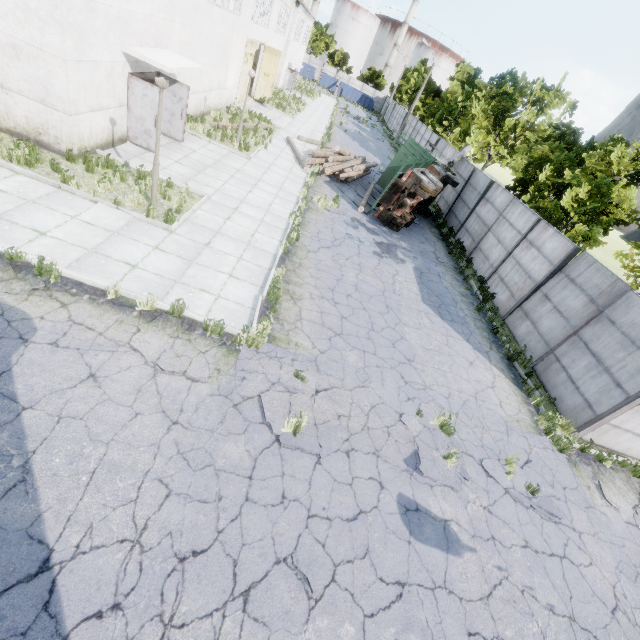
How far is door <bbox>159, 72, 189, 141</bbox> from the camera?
12.9m

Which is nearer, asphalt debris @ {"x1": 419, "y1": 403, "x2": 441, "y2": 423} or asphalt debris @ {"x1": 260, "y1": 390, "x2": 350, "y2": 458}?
asphalt debris @ {"x1": 260, "y1": 390, "x2": 350, "y2": 458}

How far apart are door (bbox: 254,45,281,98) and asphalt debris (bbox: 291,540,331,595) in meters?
32.6

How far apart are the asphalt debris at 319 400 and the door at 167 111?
12.53m

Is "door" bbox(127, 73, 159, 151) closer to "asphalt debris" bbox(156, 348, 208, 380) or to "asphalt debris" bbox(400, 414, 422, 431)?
"asphalt debris" bbox(156, 348, 208, 380)

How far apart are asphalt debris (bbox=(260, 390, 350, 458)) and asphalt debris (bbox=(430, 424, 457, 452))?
1.5m

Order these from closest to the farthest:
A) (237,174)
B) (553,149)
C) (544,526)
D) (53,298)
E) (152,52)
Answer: (53,298) → (544,526) → (152,52) → (237,174) → (553,149)

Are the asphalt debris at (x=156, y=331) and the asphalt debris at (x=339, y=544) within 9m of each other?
yes
